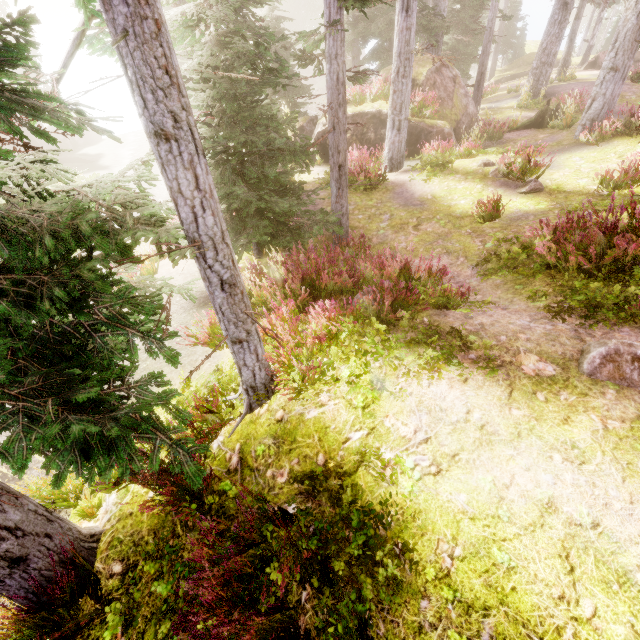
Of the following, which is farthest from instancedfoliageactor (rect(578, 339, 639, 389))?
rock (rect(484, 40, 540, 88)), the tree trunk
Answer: the tree trunk

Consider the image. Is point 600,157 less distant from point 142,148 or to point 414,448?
point 414,448

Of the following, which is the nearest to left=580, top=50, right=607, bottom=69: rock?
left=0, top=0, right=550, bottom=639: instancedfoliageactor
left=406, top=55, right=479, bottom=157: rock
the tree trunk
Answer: left=0, top=0, right=550, bottom=639: instancedfoliageactor

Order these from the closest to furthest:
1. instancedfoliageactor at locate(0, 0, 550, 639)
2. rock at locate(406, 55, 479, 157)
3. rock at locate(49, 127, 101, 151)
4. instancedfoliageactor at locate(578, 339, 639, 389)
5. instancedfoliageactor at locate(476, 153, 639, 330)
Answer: instancedfoliageactor at locate(0, 0, 550, 639) < instancedfoliageactor at locate(578, 339, 639, 389) < instancedfoliageactor at locate(476, 153, 639, 330) < rock at locate(406, 55, 479, 157) < rock at locate(49, 127, 101, 151)

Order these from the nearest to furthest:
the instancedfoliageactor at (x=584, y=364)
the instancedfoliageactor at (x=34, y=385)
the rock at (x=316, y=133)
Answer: the instancedfoliageactor at (x=34, y=385) → the instancedfoliageactor at (x=584, y=364) → the rock at (x=316, y=133)

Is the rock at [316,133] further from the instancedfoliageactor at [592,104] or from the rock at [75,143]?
the rock at [75,143]

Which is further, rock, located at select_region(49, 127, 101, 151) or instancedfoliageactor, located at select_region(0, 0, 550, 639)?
rock, located at select_region(49, 127, 101, 151)

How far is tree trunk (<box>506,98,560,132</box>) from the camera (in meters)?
14.89
